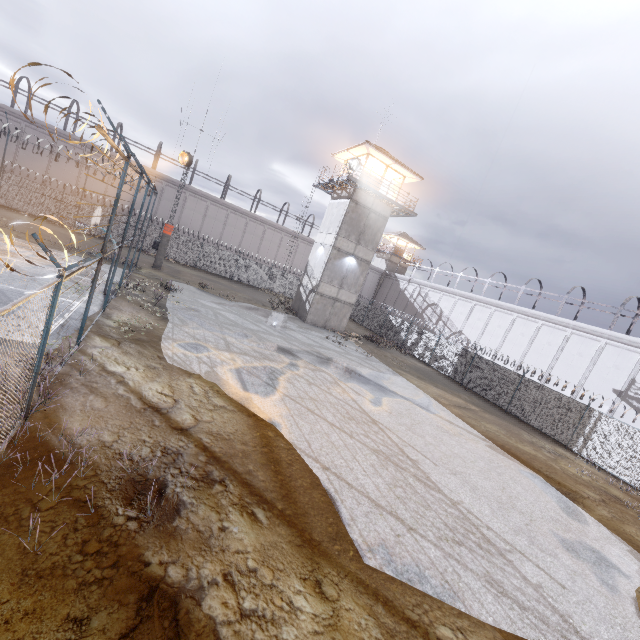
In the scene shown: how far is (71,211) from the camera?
28.62m

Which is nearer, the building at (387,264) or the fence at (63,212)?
the fence at (63,212)

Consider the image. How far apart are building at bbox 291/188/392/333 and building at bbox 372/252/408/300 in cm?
2362

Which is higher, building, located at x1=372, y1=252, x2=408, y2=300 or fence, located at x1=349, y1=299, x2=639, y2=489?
building, located at x1=372, y1=252, x2=408, y2=300

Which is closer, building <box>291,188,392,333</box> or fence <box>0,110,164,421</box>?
fence <box>0,110,164,421</box>

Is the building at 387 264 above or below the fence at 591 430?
above

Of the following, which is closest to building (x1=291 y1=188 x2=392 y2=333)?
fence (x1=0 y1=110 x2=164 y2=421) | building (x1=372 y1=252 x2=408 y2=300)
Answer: fence (x1=0 y1=110 x2=164 y2=421)

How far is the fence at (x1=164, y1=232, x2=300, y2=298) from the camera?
33.0 meters
